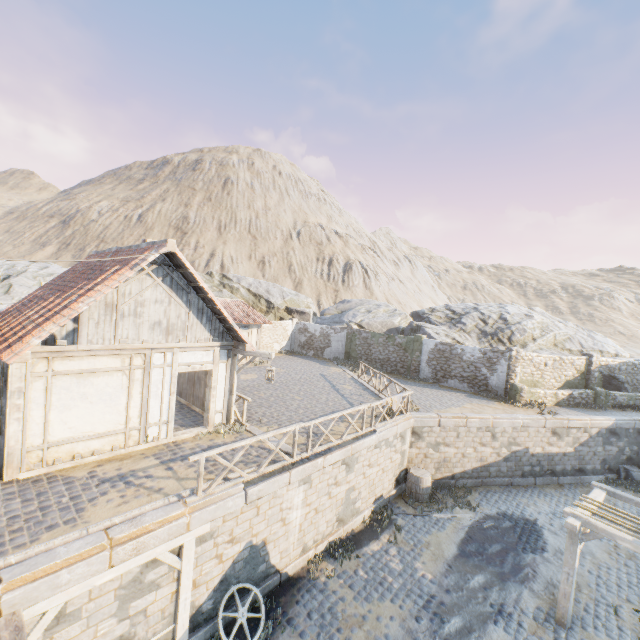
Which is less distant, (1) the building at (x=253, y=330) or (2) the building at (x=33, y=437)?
(2) the building at (x=33, y=437)

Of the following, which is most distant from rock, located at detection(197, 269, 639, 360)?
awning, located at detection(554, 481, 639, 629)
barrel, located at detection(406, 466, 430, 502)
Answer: awning, located at detection(554, 481, 639, 629)

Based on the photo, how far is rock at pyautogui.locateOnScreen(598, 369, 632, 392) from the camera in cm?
2100

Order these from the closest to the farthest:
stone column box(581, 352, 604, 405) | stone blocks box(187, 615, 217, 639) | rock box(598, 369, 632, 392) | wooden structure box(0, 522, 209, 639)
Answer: wooden structure box(0, 522, 209, 639), stone blocks box(187, 615, 217, 639), stone column box(581, 352, 604, 405), rock box(598, 369, 632, 392)

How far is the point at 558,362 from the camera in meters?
20.3

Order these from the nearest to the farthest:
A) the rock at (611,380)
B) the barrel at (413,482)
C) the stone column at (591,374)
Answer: the barrel at (413,482), the stone column at (591,374), the rock at (611,380)

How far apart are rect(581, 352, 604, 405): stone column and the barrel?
13.5 meters

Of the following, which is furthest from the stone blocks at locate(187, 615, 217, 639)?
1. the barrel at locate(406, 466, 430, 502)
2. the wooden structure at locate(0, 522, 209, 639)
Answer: the barrel at locate(406, 466, 430, 502)
